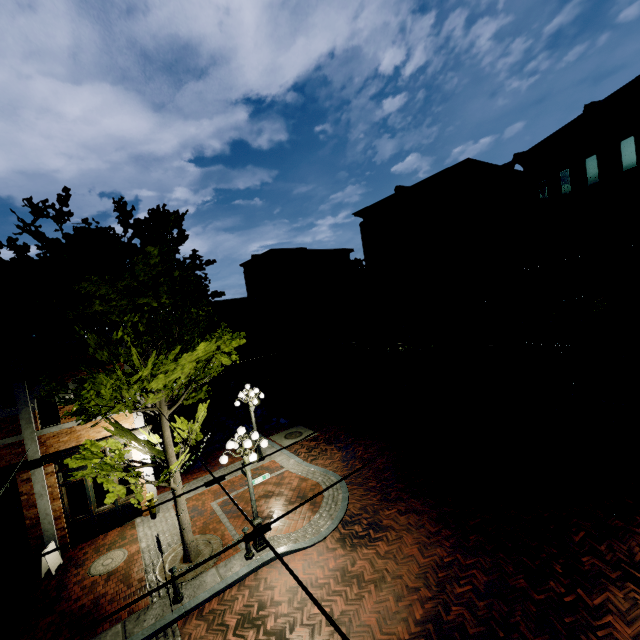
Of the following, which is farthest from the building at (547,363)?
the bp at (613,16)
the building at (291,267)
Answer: the bp at (613,16)

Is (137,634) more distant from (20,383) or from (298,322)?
(298,322)

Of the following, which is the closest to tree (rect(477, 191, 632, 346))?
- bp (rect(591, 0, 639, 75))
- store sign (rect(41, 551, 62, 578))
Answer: store sign (rect(41, 551, 62, 578))

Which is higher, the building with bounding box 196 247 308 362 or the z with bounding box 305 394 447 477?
the building with bounding box 196 247 308 362

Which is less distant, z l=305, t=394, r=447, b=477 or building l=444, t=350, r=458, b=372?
z l=305, t=394, r=447, b=477

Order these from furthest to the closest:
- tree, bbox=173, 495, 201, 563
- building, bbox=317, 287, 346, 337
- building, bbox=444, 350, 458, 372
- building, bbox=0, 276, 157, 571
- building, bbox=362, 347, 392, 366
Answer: building, bbox=317, 287, 346, 337 → building, bbox=362, 347, 392, 366 → building, bbox=444, 350, 458, 372 → building, bbox=0, 276, 157, 571 → tree, bbox=173, 495, 201, 563

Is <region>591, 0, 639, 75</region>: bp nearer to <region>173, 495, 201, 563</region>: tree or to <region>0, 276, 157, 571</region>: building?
<region>173, 495, 201, 563</region>: tree

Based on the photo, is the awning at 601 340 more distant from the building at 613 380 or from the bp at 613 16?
the bp at 613 16
